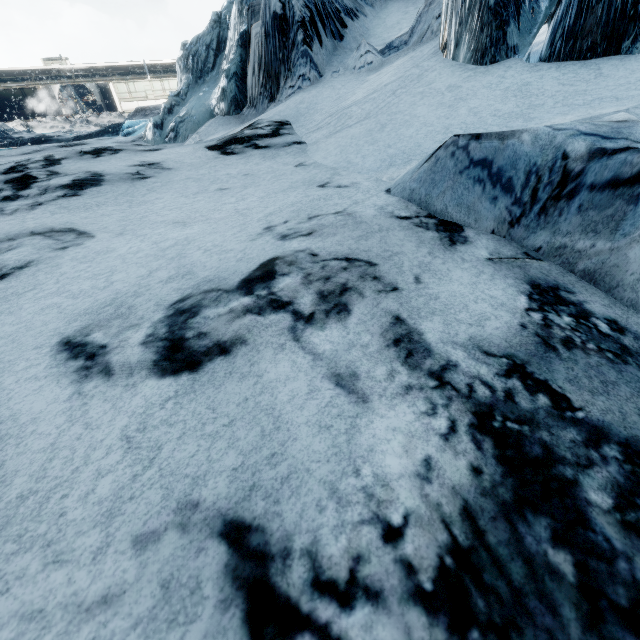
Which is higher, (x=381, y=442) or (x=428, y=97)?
(x=428, y=97)
